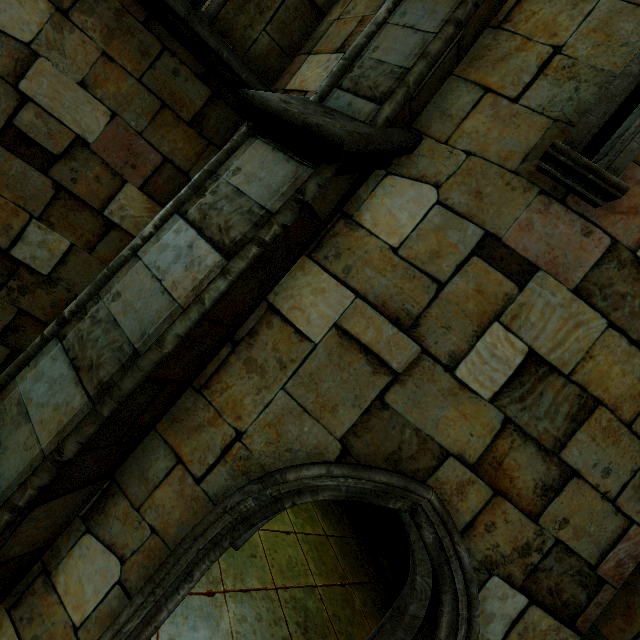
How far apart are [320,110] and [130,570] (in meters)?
3.47
